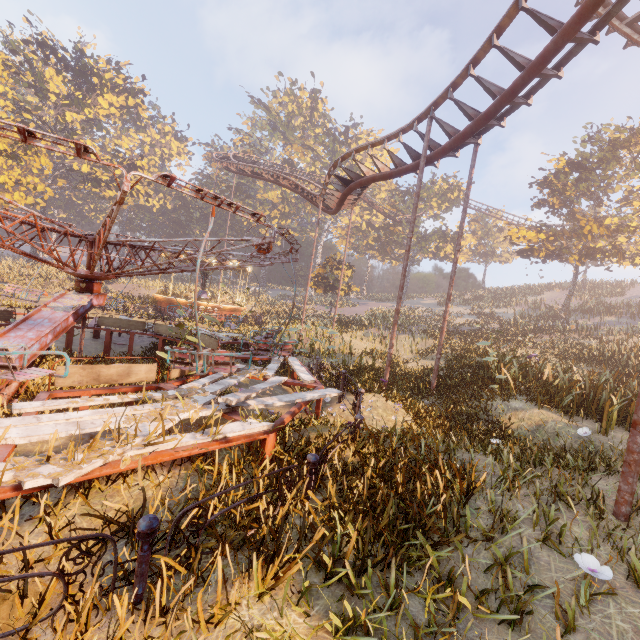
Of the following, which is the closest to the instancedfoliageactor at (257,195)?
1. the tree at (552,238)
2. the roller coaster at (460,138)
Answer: the roller coaster at (460,138)

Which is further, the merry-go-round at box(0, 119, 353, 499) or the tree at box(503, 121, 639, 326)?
the tree at box(503, 121, 639, 326)

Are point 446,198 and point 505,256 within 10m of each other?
no

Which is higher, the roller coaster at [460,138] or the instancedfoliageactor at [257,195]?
the instancedfoliageactor at [257,195]

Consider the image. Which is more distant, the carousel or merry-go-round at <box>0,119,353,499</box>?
the carousel

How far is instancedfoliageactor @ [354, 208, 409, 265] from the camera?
47.72m

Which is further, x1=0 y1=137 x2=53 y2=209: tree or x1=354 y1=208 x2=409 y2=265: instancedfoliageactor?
x1=354 y1=208 x2=409 y2=265: instancedfoliageactor
